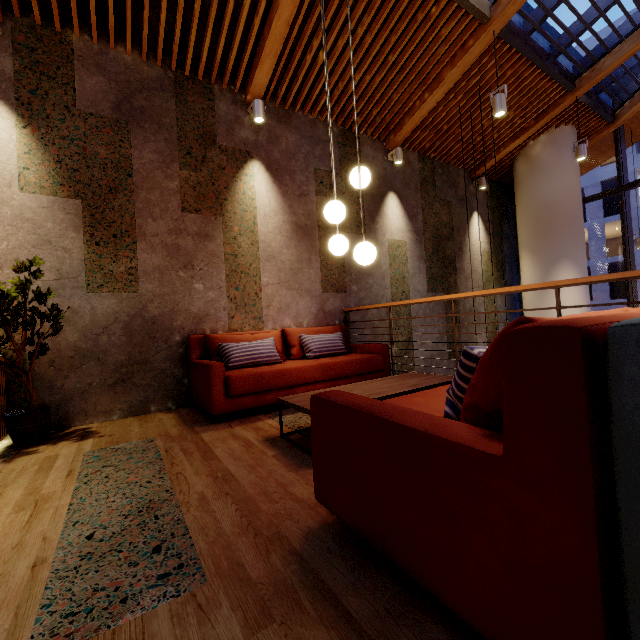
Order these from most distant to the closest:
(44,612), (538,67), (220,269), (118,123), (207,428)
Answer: (538,67) < (220,269) < (118,123) < (207,428) < (44,612)

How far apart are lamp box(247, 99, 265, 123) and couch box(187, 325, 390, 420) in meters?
2.9

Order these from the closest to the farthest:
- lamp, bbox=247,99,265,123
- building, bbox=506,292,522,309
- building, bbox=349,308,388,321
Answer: lamp, bbox=247,99,265,123
building, bbox=349,308,388,321
building, bbox=506,292,522,309

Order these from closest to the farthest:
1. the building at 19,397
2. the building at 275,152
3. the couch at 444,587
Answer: the couch at 444,587 → the building at 275,152 → the building at 19,397

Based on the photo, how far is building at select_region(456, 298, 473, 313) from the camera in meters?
6.9

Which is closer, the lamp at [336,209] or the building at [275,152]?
the building at [275,152]

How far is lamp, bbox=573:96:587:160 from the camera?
Result: 5.7 meters

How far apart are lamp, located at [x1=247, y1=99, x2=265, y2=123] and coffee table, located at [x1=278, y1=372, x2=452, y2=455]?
3.8m
